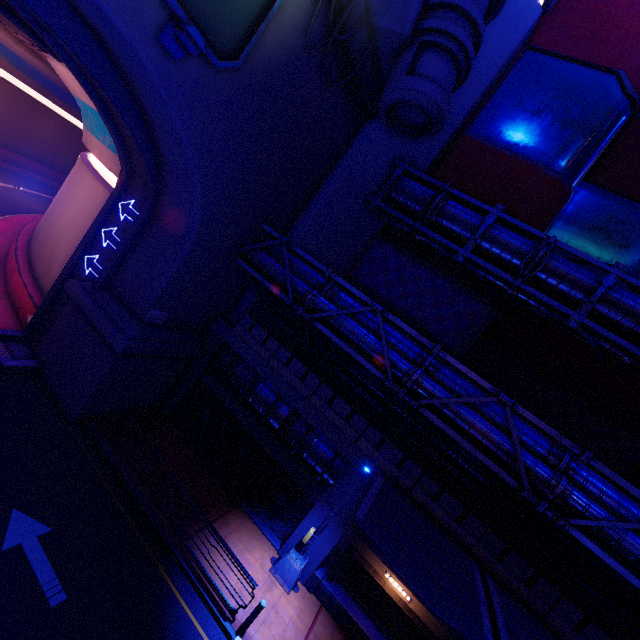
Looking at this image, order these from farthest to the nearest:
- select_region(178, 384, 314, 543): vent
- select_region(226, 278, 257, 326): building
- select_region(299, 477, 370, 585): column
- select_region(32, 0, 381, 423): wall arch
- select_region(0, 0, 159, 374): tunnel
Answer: select_region(226, 278, 257, 326): building → select_region(178, 384, 314, 543): vent → select_region(299, 477, 370, 585): column → select_region(0, 0, 159, 374): tunnel → select_region(32, 0, 381, 423): wall arch

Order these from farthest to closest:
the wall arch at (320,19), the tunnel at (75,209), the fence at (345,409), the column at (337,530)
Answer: the fence at (345,409), the column at (337,530), the wall arch at (320,19), the tunnel at (75,209)

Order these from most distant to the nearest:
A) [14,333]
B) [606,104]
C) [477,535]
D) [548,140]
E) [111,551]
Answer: [548,140] → [606,104] → [14,333] → [477,535] → [111,551]

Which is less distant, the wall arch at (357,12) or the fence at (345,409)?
the wall arch at (357,12)

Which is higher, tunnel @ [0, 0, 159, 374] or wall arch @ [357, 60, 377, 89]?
wall arch @ [357, 60, 377, 89]

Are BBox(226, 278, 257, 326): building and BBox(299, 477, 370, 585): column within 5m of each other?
no

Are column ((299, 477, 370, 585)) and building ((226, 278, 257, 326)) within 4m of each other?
no

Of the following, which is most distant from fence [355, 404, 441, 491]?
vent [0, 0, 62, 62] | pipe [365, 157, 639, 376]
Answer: vent [0, 0, 62, 62]
